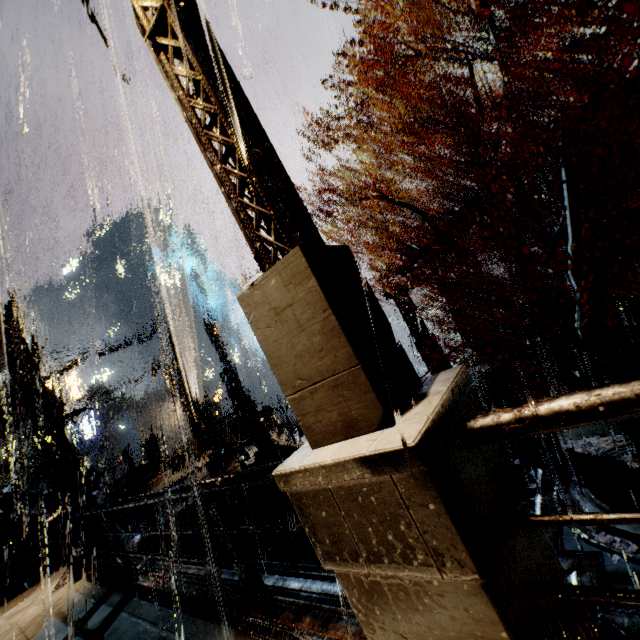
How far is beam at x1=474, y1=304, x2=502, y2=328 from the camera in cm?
2447

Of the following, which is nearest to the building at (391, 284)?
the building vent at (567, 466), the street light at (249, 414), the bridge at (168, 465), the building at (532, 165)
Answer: the bridge at (168, 465)

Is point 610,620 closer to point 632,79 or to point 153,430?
point 632,79

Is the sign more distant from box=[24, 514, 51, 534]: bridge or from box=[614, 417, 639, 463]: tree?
box=[614, 417, 639, 463]: tree

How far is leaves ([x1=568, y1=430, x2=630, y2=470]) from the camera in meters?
9.4 m

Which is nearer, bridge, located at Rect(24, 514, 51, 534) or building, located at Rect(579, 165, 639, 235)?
building, located at Rect(579, 165, 639, 235)

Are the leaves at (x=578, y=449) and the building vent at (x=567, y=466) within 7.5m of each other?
yes

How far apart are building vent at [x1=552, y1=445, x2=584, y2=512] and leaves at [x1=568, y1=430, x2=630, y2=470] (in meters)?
0.00
